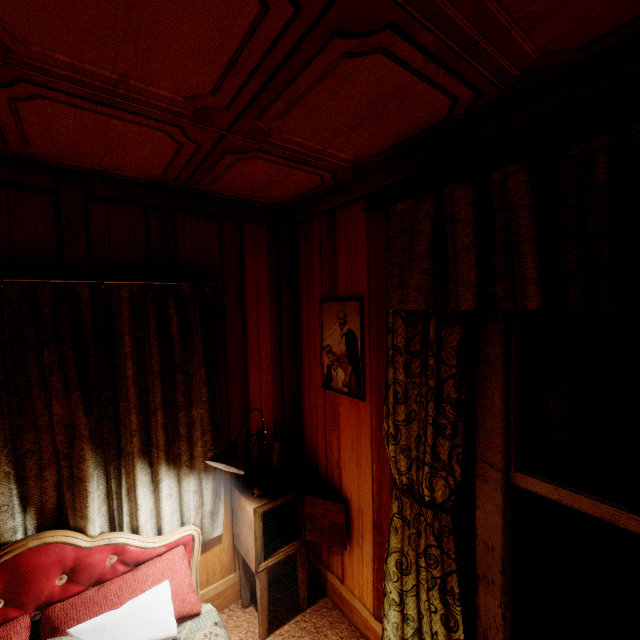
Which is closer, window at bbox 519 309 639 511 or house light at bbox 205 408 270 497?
window at bbox 519 309 639 511

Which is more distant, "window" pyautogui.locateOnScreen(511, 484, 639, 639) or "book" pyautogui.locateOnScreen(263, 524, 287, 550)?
"book" pyautogui.locateOnScreen(263, 524, 287, 550)

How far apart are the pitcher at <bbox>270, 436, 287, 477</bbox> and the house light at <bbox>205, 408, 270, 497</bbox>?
0.2 meters

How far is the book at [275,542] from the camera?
2.2m

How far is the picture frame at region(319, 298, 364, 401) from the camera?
2.0m

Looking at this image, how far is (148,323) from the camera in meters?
1.9 m

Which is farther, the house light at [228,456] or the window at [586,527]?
the house light at [228,456]

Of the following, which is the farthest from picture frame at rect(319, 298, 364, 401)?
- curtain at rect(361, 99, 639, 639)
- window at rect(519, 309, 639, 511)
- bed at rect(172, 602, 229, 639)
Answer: bed at rect(172, 602, 229, 639)
